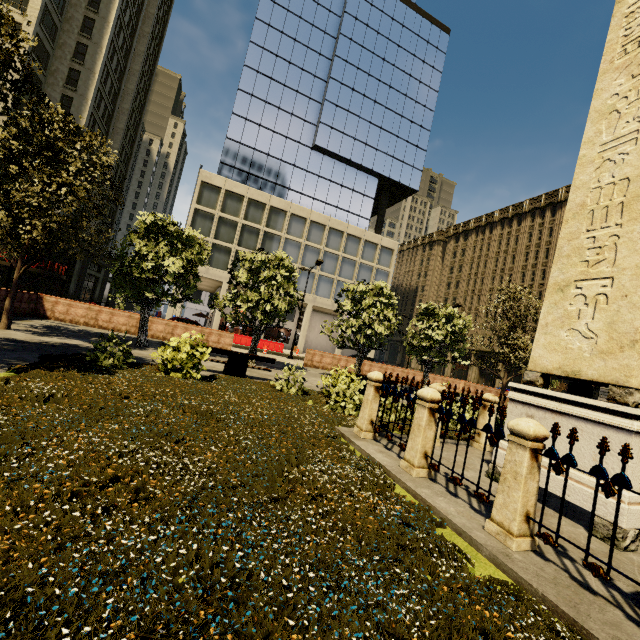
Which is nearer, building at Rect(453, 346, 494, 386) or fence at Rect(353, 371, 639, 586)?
fence at Rect(353, 371, 639, 586)

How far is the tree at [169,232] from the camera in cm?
1310

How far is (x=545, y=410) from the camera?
5.27m

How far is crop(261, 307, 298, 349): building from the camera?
42.16m

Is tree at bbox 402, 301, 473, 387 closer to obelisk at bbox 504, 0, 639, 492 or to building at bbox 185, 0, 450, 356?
obelisk at bbox 504, 0, 639, 492

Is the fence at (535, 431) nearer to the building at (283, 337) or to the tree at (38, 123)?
the tree at (38, 123)

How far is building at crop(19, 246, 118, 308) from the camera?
30.1m

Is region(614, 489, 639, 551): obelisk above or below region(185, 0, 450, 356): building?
below
